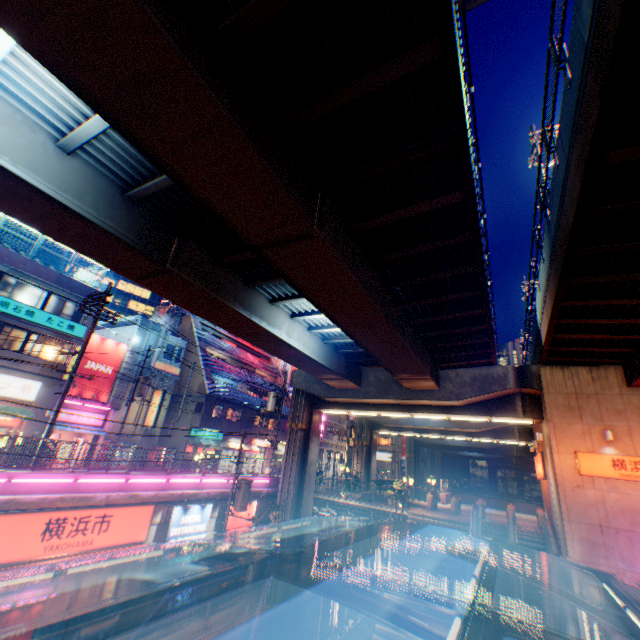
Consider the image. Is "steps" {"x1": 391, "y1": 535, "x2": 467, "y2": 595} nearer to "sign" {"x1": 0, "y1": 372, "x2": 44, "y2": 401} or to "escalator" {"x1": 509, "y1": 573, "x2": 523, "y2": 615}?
"escalator" {"x1": 509, "y1": 573, "x2": 523, "y2": 615}

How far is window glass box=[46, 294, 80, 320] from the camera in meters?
22.9

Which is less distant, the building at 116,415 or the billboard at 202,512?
the billboard at 202,512

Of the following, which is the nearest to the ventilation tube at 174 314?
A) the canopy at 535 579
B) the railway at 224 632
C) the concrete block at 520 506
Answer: the railway at 224 632

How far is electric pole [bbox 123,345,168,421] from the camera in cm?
2531

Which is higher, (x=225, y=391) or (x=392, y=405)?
(x=225, y=391)

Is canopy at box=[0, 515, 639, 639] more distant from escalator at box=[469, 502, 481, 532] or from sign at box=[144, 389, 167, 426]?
sign at box=[144, 389, 167, 426]

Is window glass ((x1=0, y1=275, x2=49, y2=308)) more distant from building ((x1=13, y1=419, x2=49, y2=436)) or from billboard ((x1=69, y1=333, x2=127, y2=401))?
billboard ((x1=69, y1=333, x2=127, y2=401))
